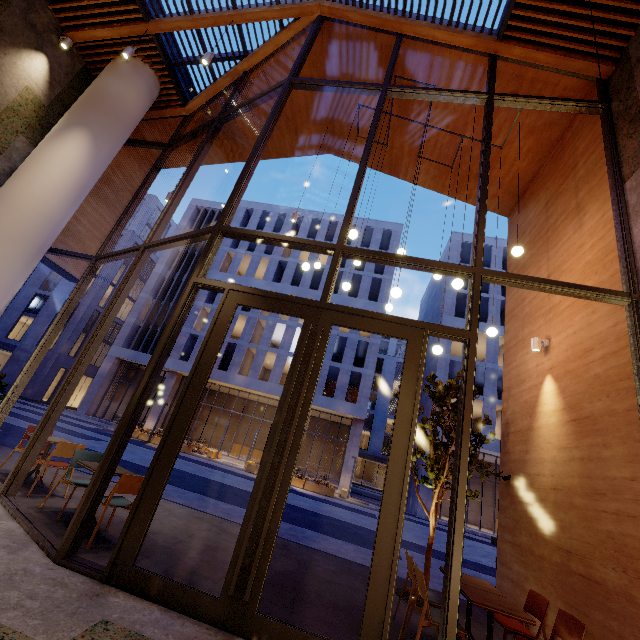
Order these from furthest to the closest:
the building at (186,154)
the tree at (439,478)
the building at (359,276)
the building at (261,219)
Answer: the building at (261,219) < the building at (359,276) < the building at (186,154) < the tree at (439,478)

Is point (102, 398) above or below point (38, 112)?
below

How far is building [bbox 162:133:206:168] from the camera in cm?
1081

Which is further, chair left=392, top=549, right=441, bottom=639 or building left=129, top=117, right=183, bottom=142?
building left=129, top=117, right=183, bottom=142

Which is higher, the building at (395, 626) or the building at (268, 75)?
the building at (268, 75)

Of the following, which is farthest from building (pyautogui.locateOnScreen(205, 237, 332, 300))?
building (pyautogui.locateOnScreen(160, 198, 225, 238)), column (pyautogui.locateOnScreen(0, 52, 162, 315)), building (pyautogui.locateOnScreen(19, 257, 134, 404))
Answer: column (pyautogui.locateOnScreen(0, 52, 162, 315))

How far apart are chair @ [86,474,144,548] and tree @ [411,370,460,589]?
4.5m
